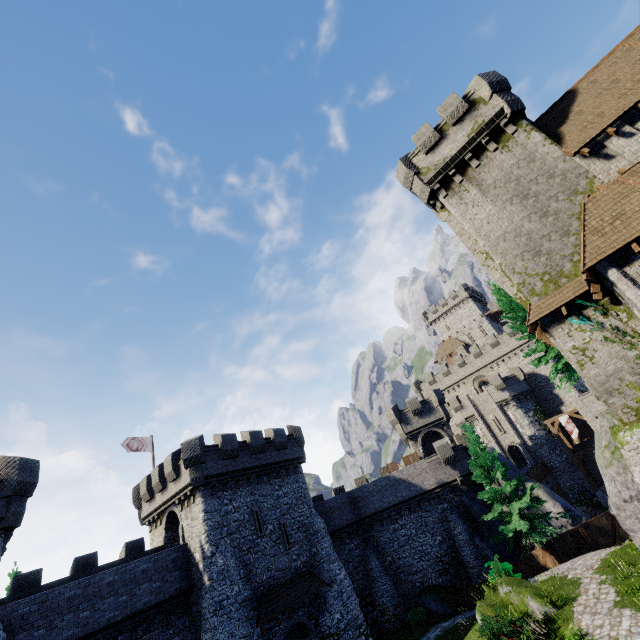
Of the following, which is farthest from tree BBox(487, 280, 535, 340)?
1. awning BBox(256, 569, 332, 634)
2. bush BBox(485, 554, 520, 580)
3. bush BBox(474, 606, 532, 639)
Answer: awning BBox(256, 569, 332, 634)

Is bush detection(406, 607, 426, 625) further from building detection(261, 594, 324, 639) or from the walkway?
the walkway

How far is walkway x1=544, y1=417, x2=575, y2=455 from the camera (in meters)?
38.33

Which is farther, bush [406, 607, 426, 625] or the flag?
the flag

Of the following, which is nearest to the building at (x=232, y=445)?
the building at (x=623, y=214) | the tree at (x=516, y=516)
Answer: the tree at (x=516, y=516)

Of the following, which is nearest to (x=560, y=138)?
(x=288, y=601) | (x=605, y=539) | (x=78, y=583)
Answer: (x=605, y=539)

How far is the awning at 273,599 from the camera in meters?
19.9 m

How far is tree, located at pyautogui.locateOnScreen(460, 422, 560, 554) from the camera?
22.6m
